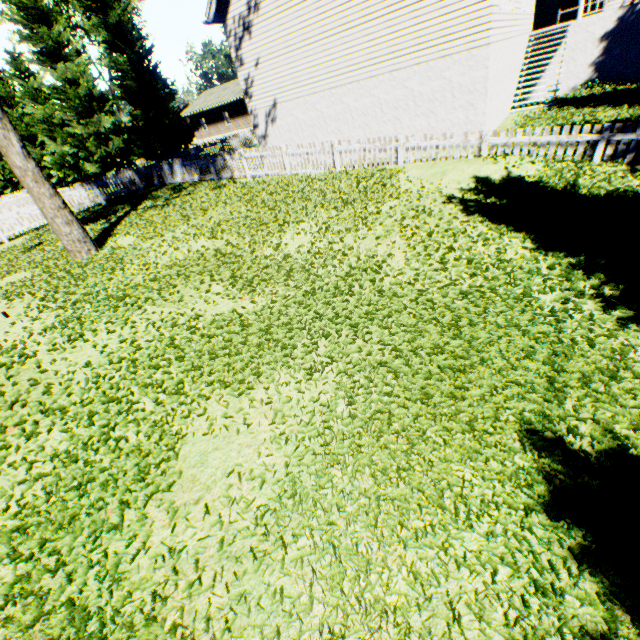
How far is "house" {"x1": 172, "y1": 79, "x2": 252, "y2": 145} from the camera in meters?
41.5

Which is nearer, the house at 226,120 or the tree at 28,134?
the tree at 28,134

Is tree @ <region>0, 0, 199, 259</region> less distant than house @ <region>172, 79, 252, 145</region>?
Yes

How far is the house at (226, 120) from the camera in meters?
41.5

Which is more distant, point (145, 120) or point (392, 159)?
point (145, 120)
